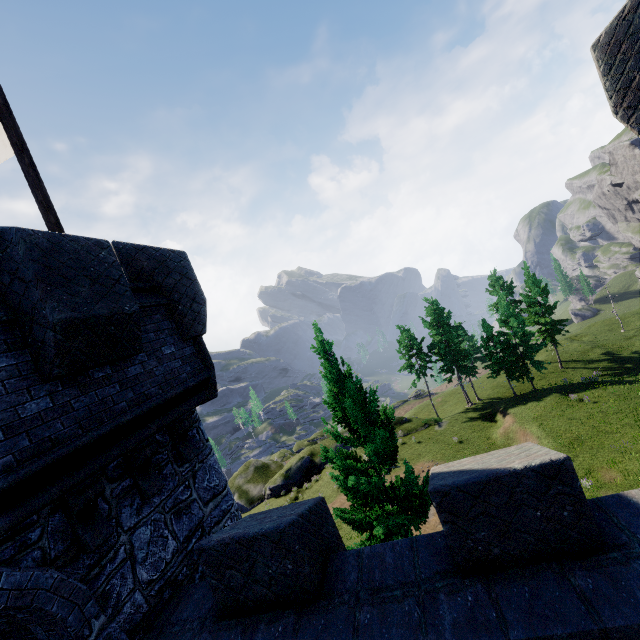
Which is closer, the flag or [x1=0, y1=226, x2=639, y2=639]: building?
[x1=0, y1=226, x2=639, y2=639]: building

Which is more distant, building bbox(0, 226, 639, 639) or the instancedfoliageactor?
the instancedfoliageactor

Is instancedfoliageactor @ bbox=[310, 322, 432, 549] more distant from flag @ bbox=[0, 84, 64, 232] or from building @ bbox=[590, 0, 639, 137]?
flag @ bbox=[0, 84, 64, 232]

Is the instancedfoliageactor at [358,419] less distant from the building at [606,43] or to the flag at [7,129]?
the building at [606,43]

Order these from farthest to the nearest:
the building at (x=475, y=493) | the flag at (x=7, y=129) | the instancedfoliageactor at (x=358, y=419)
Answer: the instancedfoliageactor at (x=358, y=419), the flag at (x=7, y=129), the building at (x=475, y=493)

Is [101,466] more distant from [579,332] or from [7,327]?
[579,332]

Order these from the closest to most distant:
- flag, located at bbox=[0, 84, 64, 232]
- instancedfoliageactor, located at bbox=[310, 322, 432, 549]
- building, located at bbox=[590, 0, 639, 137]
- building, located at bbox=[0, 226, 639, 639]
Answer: building, located at bbox=[0, 226, 639, 639], building, located at bbox=[590, 0, 639, 137], flag, located at bbox=[0, 84, 64, 232], instancedfoliageactor, located at bbox=[310, 322, 432, 549]
